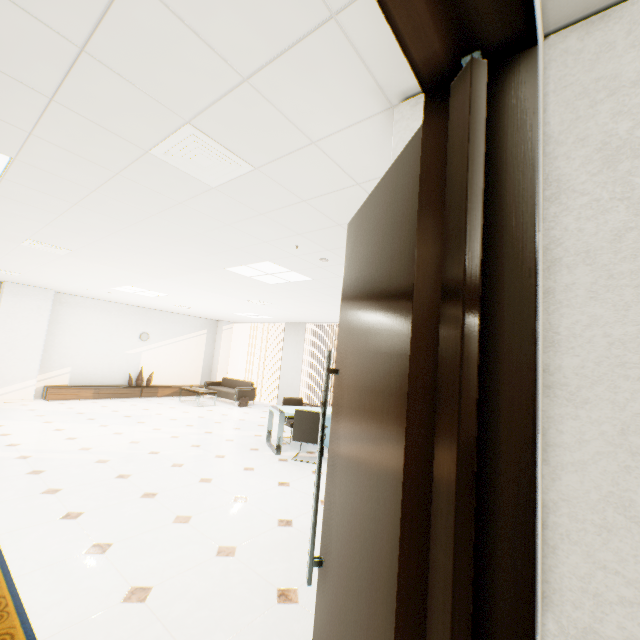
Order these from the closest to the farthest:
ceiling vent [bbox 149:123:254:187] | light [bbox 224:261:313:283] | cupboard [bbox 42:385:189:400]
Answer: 1. ceiling vent [bbox 149:123:254:187]
2. light [bbox 224:261:313:283]
3. cupboard [bbox 42:385:189:400]

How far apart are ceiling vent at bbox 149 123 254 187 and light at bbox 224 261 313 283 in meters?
1.9 m

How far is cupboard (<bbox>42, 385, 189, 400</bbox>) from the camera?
8.8 meters

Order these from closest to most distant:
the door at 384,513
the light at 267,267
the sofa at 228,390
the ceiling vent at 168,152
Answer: the door at 384,513, the ceiling vent at 168,152, the light at 267,267, the sofa at 228,390

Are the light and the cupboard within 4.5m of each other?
no

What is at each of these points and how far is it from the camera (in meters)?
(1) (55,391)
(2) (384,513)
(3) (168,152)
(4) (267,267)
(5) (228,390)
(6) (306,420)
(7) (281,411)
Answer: (1) cupboard, 8.77
(2) door, 0.88
(3) ceiling vent, 2.08
(4) light, 4.60
(5) sofa, 11.04
(6) chair, 5.54
(7) desk, 5.95

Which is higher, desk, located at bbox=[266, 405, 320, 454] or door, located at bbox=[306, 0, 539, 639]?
door, located at bbox=[306, 0, 539, 639]

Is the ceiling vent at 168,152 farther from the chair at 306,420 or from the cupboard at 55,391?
the cupboard at 55,391
